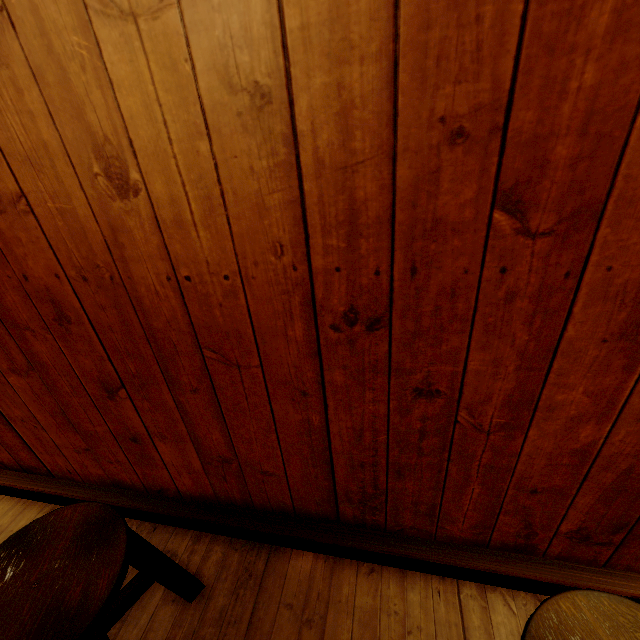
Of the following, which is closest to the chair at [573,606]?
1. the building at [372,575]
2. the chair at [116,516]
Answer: the building at [372,575]

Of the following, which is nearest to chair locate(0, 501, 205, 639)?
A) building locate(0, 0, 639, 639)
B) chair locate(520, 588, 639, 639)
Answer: building locate(0, 0, 639, 639)

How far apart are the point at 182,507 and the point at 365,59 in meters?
3.8 m

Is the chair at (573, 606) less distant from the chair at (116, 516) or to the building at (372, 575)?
the building at (372, 575)

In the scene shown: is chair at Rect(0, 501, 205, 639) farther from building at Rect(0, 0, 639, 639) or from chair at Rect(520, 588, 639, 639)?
chair at Rect(520, 588, 639, 639)
